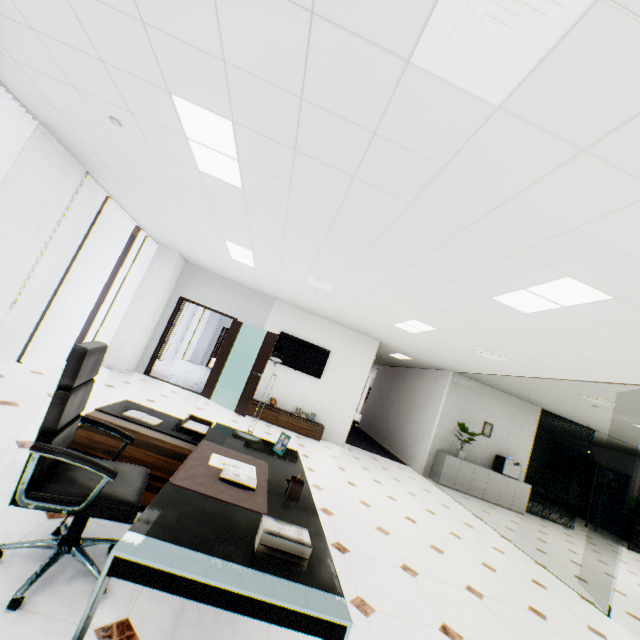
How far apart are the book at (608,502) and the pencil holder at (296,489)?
16.3m

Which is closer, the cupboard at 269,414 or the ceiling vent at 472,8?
the ceiling vent at 472,8

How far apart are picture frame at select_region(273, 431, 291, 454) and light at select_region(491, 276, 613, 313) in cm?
269

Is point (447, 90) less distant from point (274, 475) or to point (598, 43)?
point (598, 43)

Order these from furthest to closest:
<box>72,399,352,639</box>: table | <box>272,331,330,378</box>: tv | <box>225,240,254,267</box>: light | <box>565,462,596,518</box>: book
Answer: <box>565,462,596,518</box>: book
<box>272,331,330,378</box>: tv
<box>225,240,254,267</box>: light
<box>72,399,352,639</box>: table

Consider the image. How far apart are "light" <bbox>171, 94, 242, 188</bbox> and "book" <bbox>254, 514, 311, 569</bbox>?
2.7 meters

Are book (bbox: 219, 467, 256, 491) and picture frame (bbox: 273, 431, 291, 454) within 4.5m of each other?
yes

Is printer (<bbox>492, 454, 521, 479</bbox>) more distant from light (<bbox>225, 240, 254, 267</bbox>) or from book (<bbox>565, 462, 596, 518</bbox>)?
light (<bbox>225, 240, 254, 267</bbox>)
